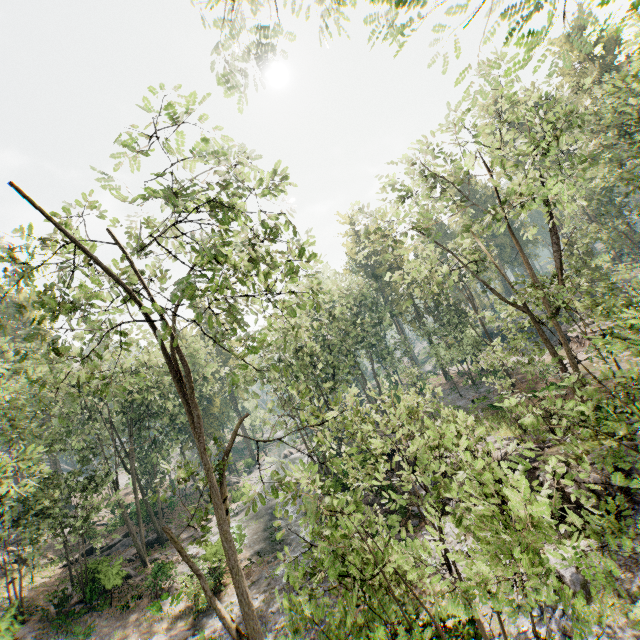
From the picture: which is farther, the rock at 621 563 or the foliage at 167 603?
the foliage at 167 603

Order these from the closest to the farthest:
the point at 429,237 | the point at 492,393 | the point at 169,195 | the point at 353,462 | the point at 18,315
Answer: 1. the point at 169,195
2. the point at 18,315
3. the point at 353,462
4. the point at 429,237
5. the point at 492,393

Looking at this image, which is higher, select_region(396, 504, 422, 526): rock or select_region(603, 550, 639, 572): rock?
select_region(603, 550, 639, 572): rock

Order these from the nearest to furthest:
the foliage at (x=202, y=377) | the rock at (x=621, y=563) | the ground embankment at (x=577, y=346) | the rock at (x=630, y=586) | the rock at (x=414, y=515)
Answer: the foliage at (x=202, y=377) < the rock at (x=630, y=586) < the rock at (x=621, y=563) < the rock at (x=414, y=515) < the ground embankment at (x=577, y=346)

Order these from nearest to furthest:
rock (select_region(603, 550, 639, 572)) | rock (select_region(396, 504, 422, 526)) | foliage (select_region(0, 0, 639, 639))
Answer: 1. foliage (select_region(0, 0, 639, 639))
2. rock (select_region(603, 550, 639, 572))
3. rock (select_region(396, 504, 422, 526))

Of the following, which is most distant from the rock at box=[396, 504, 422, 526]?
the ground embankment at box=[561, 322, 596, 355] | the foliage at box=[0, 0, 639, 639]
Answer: the ground embankment at box=[561, 322, 596, 355]

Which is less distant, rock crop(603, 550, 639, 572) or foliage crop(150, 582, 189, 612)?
rock crop(603, 550, 639, 572)

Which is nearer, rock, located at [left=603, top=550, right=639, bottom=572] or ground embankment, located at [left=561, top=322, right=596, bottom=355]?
rock, located at [left=603, top=550, right=639, bottom=572]
